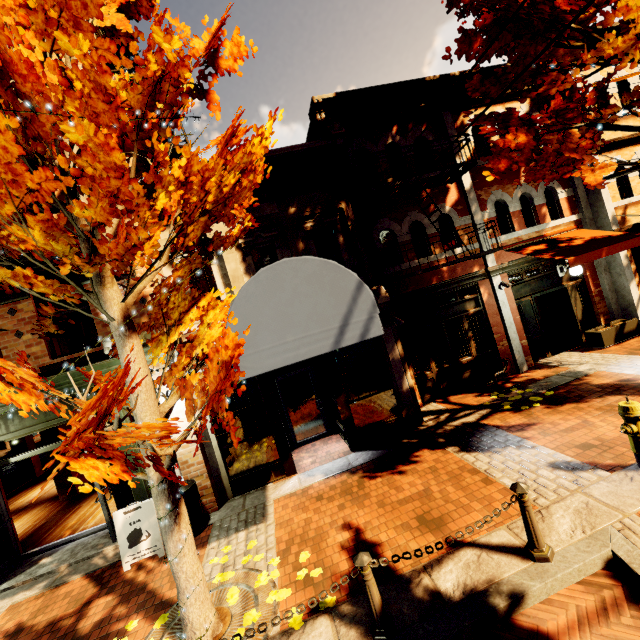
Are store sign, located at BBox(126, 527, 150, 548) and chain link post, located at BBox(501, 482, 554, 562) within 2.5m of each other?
no

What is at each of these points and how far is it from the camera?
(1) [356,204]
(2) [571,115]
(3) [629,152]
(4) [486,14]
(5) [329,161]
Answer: (1) banner, 7.62m
(2) tree, 5.66m
(3) building, 10.70m
(4) tree, 5.91m
(5) building, 8.01m

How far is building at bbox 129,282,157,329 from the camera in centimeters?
701cm

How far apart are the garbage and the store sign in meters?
0.4

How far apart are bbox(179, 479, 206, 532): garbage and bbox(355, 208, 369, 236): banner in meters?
6.0 m

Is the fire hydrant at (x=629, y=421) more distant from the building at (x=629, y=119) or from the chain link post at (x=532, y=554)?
the building at (x=629, y=119)

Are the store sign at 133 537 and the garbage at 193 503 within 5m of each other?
yes

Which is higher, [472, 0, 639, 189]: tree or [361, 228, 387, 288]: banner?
[472, 0, 639, 189]: tree
